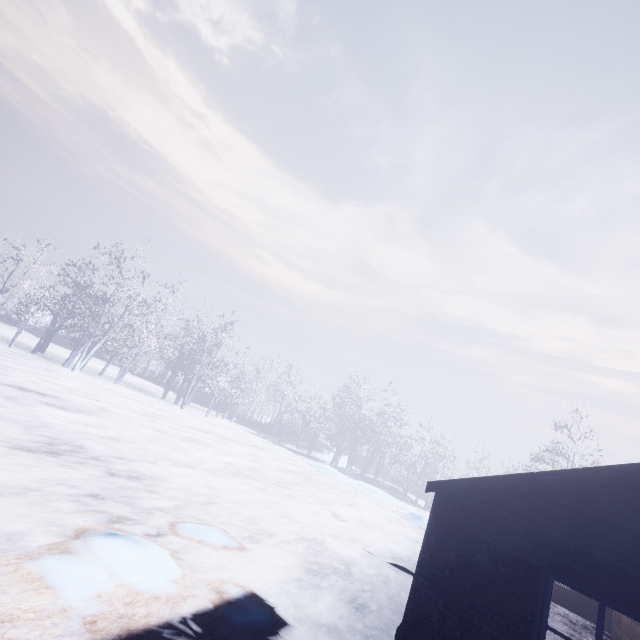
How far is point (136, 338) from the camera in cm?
1986
